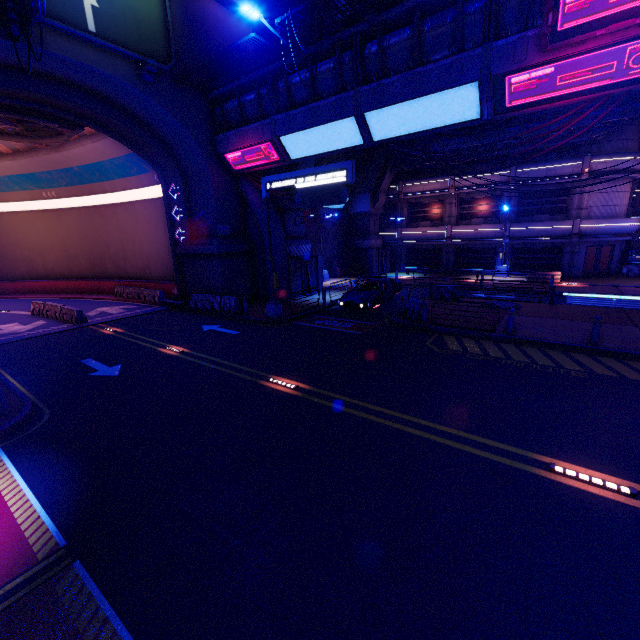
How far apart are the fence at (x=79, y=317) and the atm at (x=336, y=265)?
21.62m

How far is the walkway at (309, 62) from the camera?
14.62m

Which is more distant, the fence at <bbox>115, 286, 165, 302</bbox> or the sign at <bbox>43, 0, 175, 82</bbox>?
the fence at <bbox>115, 286, 165, 302</bbox>

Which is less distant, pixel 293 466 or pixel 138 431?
pixel 293 466

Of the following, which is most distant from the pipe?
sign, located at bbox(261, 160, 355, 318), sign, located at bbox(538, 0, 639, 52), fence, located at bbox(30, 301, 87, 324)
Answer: fence, located at bbox(30, 301, 87, 324)

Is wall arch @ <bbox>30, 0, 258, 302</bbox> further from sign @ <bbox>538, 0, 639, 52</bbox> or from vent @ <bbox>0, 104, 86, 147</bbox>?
sign @ <bbox>538, 0, 639, 52</bbox>

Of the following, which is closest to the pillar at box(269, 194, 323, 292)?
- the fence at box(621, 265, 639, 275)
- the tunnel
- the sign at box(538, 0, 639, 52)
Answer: the tunnel

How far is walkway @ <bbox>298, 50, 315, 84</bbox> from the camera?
14.6m
